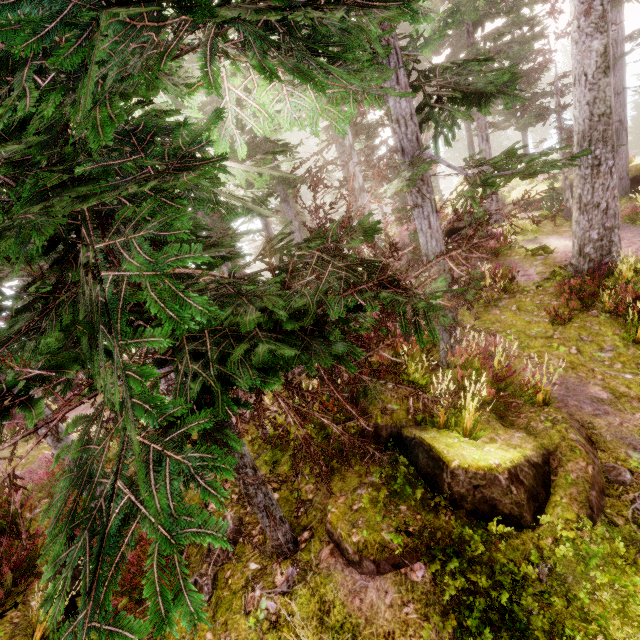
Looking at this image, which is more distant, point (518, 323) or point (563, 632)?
point (518, 323)

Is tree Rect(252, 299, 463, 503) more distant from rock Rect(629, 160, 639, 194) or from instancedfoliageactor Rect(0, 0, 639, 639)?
rock Rect(629, 160, 639, 194)

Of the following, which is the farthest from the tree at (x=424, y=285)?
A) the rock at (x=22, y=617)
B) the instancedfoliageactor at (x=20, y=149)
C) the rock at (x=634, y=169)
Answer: the rock at (x=634, y=169)

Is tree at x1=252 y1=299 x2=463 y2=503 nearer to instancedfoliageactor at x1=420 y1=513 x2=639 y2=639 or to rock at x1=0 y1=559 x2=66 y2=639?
instancedfoliageactor at x1=420 y1=513 x2=639 y2=639

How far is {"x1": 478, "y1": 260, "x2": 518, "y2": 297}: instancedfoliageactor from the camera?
10.1m

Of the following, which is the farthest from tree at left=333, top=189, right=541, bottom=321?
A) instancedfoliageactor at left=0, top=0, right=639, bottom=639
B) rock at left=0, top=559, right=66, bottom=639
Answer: rock at left=0, top=559, right=66, bottom=639

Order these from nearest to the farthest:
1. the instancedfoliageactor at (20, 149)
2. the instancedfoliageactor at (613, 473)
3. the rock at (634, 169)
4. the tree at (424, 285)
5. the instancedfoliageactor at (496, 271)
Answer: the instancedfoliageactor at (20, 149) → the tree at (424, 285) → the instancedfoliageactor at (613, 473) → the instancedfoliageactor at (496, 271) → the rock at (634, 169)
